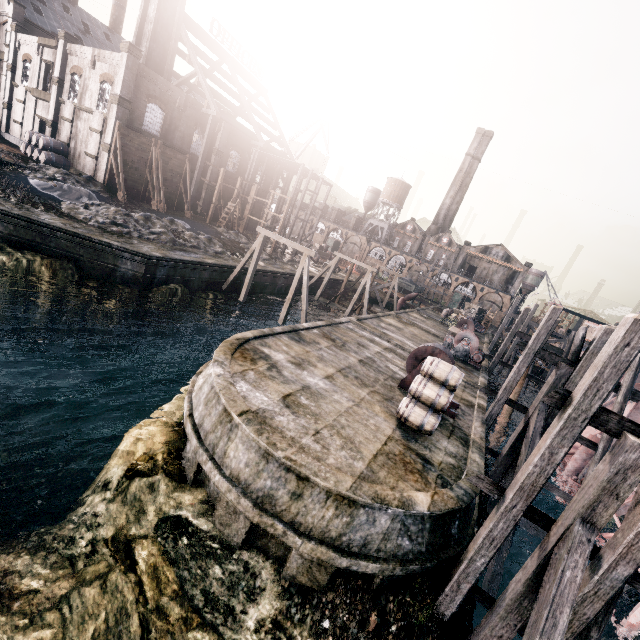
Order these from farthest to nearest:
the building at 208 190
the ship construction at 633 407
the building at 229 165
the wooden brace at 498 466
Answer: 1. the building at 208 190
2. the building at 229 165
3. the ship construction at 633 407
4. the wooden brace at 498 466

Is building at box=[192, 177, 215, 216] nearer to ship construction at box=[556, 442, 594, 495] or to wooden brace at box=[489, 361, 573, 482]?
ship construction at box=[556, 442, 594, 495]

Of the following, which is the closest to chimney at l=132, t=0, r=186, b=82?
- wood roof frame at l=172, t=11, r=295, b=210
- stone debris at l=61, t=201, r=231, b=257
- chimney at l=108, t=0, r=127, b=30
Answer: wood roof frame at l=172, t=11, r=295, b=210

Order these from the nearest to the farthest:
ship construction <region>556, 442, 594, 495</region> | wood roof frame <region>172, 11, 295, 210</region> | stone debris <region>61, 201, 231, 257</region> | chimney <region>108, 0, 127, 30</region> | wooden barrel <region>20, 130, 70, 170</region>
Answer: ship construction <region>556, 442, 594, 495</region>
stone debris <region>61, 201, 231, 257</region>
wooden barrel <region>20, 130, 70, 170</region>
wood roof frame <region>172, 11, 295, 210</region>
chimney <region>108, 0, 127, 30</region>

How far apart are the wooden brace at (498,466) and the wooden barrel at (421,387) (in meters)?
3.99

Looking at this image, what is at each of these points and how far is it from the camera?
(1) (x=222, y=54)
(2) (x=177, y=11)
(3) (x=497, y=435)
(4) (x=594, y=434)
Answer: (1) wood roof frame, 45.78m
(2) chimney, 34.72m
(3) wooden brace, 23.69m
(4) ship construction, 22.17m

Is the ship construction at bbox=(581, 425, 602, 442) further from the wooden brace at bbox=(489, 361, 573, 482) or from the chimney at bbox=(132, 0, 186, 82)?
the chimney at bbox=(132, 0, 186, 82)

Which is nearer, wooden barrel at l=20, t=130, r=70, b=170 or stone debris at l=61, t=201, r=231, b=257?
stone debris at l=61, t=201, r=231, b=257
